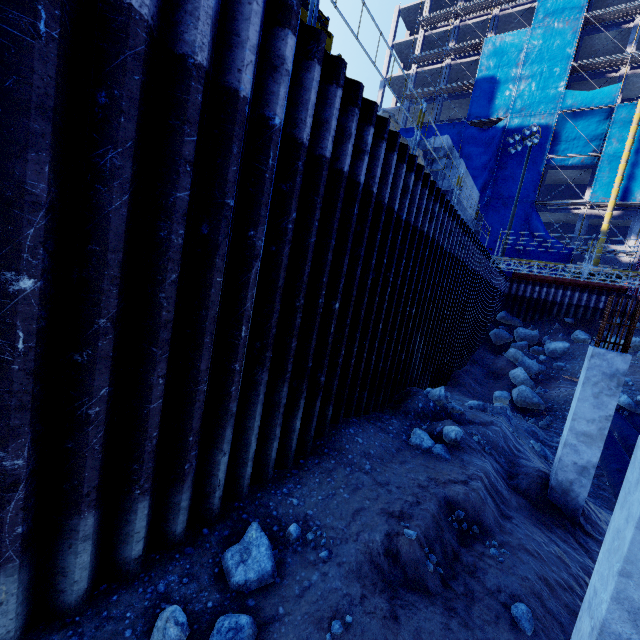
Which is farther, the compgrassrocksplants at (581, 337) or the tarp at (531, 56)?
the tarp at (531, 56)

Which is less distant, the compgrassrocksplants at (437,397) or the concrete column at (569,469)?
the concrete column at (569,469)

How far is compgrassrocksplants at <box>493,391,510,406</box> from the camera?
14.2 meters

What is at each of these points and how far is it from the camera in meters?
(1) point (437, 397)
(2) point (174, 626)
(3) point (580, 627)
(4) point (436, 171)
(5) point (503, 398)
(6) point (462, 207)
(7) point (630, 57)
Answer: (1) compgrassrocksplants, 8.9 m
(2) compgrassrocksplants, 2.9 m
(3) concrete column, 3.2 m
(4) concrete beam, 12.0 m
(5) compgrassrocksplants, 14.2 m
(6) concrete beam, 12.9 m
(7) scaffolding, 26.5 m

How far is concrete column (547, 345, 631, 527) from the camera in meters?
6.4

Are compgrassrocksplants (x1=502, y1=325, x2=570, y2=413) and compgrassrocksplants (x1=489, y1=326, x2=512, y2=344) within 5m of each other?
yes

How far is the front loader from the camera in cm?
713

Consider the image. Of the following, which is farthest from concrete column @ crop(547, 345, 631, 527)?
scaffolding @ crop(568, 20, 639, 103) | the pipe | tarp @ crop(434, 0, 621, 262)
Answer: scaffolding @ crop(568, 20, 639, 103)
